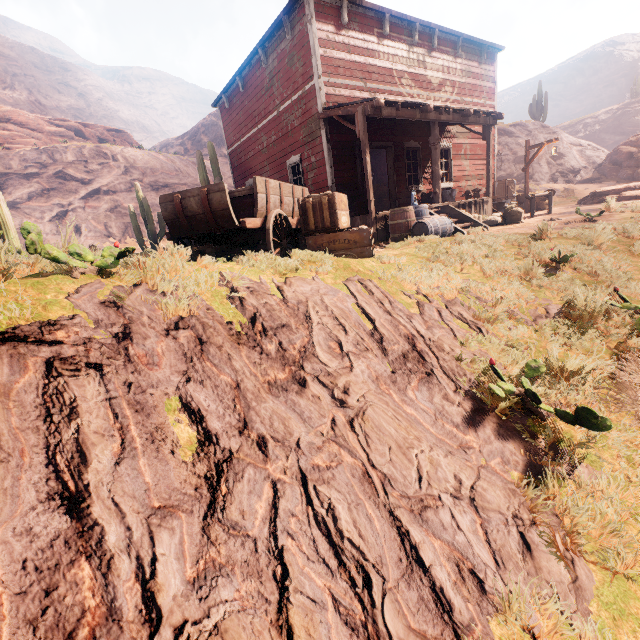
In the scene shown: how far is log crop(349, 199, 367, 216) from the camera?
10.4m

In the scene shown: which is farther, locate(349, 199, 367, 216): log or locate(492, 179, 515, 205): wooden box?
locate(492, 179, 515, 205): wooden box

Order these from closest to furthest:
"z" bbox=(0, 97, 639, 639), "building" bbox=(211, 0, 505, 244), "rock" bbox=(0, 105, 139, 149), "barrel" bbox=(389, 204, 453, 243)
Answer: "z" bbox=(0, 97, 639, 639)
"barrel" bbox=(389, 204, 453, 243)
"building" bbox=(211, 0, 505, 244)
"rock" bbox=(0, 105, 139, 149)

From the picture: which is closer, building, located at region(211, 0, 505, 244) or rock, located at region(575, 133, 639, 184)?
building, located at region(211, 0, 505, 244)

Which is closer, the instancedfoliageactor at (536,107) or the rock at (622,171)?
the rock at (622,171)

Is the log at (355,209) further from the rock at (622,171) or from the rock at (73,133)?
the rock at (622,171)

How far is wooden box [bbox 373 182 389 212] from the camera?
19.1 meters

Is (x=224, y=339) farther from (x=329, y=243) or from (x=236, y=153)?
(x=236, y=153)
